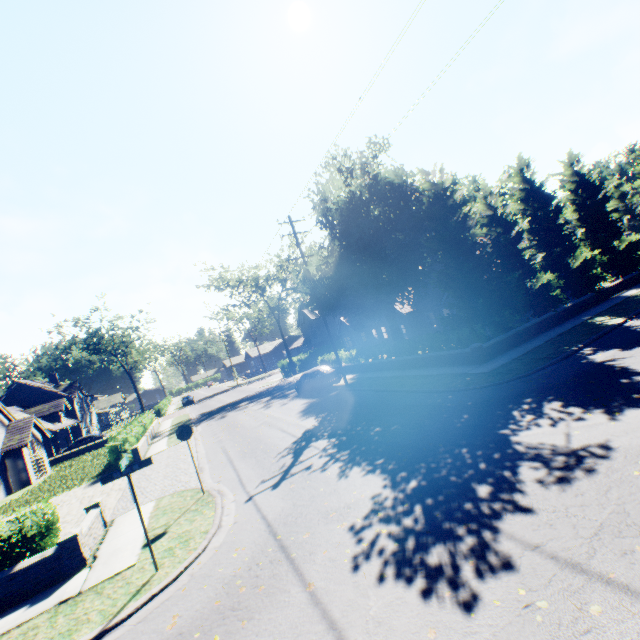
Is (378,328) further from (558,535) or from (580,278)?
(558,535)

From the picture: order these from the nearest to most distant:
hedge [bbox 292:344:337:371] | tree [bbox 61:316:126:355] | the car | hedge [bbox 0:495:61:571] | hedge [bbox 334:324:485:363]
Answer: hedge [bbox 0:495:61:571], hedge [bbox 334:324:485:363], the car, hedge [bbox 292:344:337:371], tree [bbox 61:316:126:355]

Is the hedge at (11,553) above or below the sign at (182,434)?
→ below

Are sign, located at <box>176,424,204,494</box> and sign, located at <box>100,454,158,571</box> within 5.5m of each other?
yes

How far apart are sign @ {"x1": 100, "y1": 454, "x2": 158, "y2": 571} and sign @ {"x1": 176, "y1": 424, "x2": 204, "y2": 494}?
3.09m

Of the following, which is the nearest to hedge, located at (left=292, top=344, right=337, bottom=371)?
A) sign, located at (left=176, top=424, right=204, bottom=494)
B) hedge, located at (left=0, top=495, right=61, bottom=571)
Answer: → sign, located at (left=176, top=424, right=204, bottom=494)

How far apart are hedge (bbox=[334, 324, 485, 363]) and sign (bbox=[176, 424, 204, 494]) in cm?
1304

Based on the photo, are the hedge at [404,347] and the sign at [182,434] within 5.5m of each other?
no
